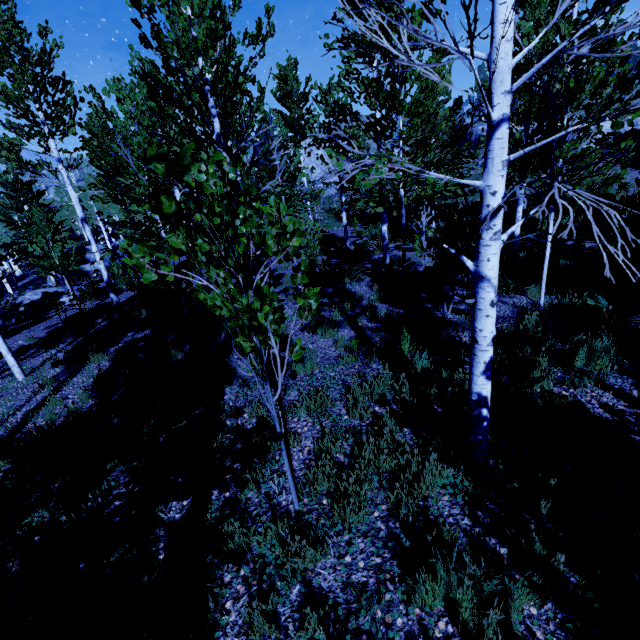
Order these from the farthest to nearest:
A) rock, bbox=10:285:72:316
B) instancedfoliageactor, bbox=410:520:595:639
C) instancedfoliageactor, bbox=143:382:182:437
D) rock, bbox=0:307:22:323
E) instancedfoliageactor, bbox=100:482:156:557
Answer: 1. rock, bbox=10:285:72:316
2. rock, bbox=0:307:22:323
3. instancedfoliageactor, bbox=143:382:182:437
4. instancedfoliageactor, bbox=100:482:156:557
5. instancedfoliageactor, bbox=410:520:595:639

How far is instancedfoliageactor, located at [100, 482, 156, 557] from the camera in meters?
3.3 m

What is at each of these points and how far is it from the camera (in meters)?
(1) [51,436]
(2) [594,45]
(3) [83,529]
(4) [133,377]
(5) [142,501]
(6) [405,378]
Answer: (1) instancedfoliageactor, 5.23
(2) instancedfoliageactor, 2.14
(3) instancedfoliageactor, 3.58
(4) instancedfoliageactor, 6.39
(5) instancedfoliageactor, 3.70
(6) instancedfoliageactor, 4.90

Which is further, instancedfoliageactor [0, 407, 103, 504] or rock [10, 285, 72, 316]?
rock [10, 285, 72, 316]

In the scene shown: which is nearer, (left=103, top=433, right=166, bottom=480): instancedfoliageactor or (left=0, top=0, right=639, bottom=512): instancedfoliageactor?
(left=0, top=0, right=639, bottom=512): instancedfoliageactor

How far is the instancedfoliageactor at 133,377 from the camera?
6.11m

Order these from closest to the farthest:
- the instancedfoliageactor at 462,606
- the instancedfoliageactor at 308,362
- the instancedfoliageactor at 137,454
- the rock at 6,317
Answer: the instancedfoliageactor at 462,606, the instancedfoliageactor at 308,362, the instancedfoliageactor at 137,454, the rock at 6,317
